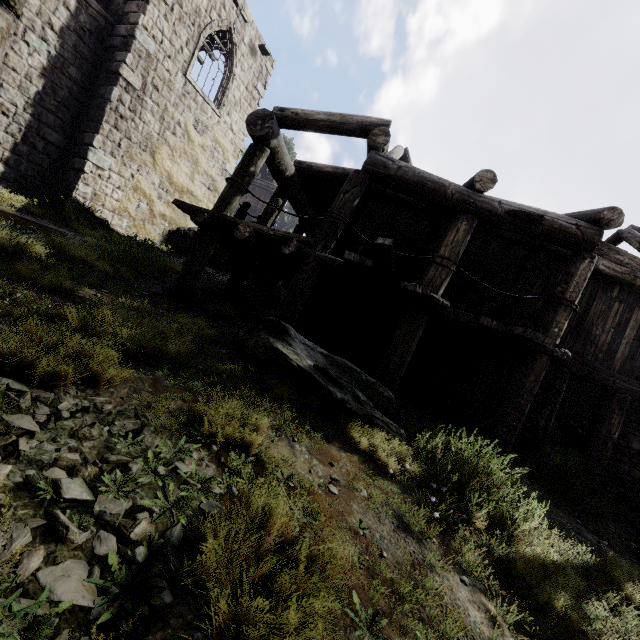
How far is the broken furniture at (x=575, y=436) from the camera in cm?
1111

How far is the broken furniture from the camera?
11.1 meters

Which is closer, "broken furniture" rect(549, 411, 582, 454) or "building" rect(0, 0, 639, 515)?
"building" rect(0, 0, 639, 515)

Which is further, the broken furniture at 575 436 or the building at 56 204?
the broken furniture at 575 436

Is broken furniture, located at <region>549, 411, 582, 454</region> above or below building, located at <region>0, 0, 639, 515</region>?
below

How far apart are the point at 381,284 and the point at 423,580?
4.59m
